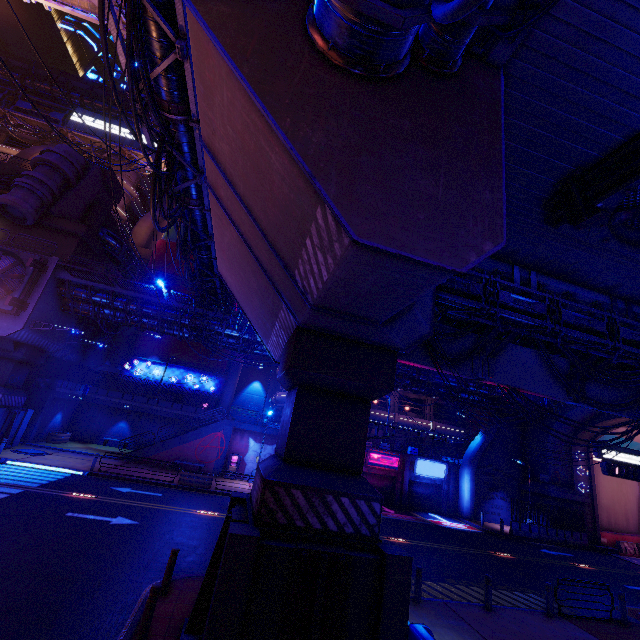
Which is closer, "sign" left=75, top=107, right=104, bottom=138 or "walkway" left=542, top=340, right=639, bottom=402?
"walkway" left=542, top=340, right=639, bottom=402

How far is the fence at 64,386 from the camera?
27.6 meters

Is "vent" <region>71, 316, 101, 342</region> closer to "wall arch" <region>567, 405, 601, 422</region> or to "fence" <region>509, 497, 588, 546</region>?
"fence" <region>509, 497, 588, 546</region>

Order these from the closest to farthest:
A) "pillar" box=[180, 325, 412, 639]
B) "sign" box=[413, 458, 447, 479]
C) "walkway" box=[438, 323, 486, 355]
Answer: "pillar" box=[180, 325, 412, 639]
"walkway" box=[438, 323, 486, 355]
"sign" box=[413, 458, 447, 479]

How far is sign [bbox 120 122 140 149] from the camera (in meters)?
47.86

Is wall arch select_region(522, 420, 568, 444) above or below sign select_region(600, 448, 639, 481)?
above

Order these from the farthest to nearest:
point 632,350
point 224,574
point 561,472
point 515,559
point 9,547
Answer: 1. point 561,472
2. point 515,559
3. point 632,350
4. point 9,547
5. point 224,574

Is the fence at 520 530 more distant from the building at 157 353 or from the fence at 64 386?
the fence at 64 386
